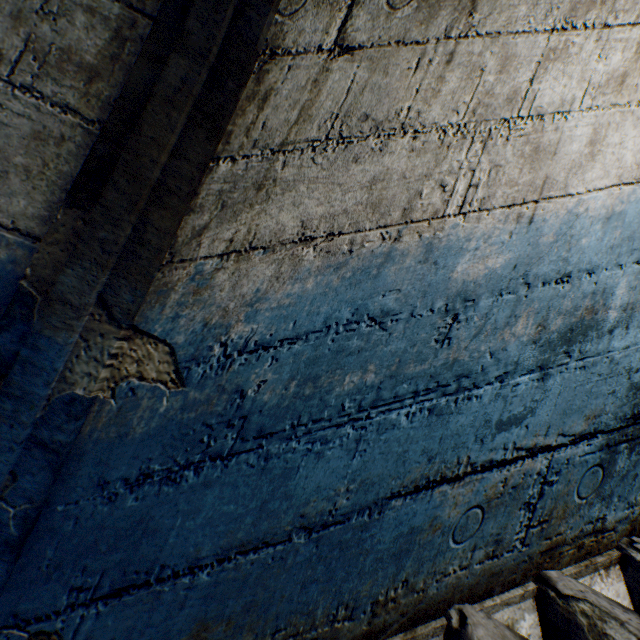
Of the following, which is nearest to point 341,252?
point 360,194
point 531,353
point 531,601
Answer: point 360,194
